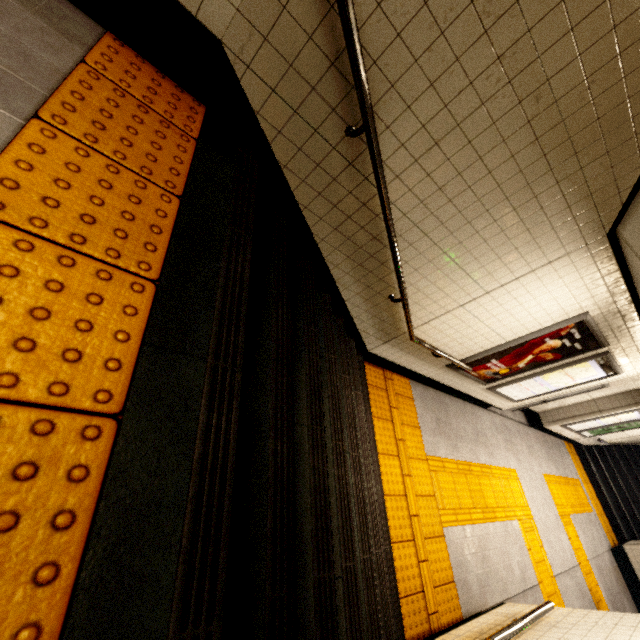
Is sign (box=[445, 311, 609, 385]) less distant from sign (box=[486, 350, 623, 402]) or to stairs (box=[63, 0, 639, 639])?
sign (box=[486, 350, 623, 402])

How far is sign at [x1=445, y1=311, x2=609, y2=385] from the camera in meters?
4.0

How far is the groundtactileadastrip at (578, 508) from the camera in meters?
6.9 m

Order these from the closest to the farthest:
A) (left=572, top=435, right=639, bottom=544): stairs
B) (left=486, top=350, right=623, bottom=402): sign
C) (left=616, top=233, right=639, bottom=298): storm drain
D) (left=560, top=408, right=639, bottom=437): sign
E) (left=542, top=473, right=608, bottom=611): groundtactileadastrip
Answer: (left=616, top=233, right=639, bottom=298): storm drain, (left=486, top=350, right=623, bottom=402): sign, (left=542, top=473, right=608, bottom=611): groundtactileadastrip, (left=560, top=408, right=639, bottom=437): sign, (left=572, top=435, right=639, bottom=544): stairs

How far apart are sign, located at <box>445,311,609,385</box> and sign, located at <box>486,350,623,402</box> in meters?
0.2 m

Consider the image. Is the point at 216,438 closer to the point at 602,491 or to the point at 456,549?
the point at 456,549

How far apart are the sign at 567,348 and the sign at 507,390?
0.2m

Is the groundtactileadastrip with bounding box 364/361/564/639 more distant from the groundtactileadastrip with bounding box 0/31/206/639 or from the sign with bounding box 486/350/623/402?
the groundtactileadastrip with bounding box 0/31/206/639
